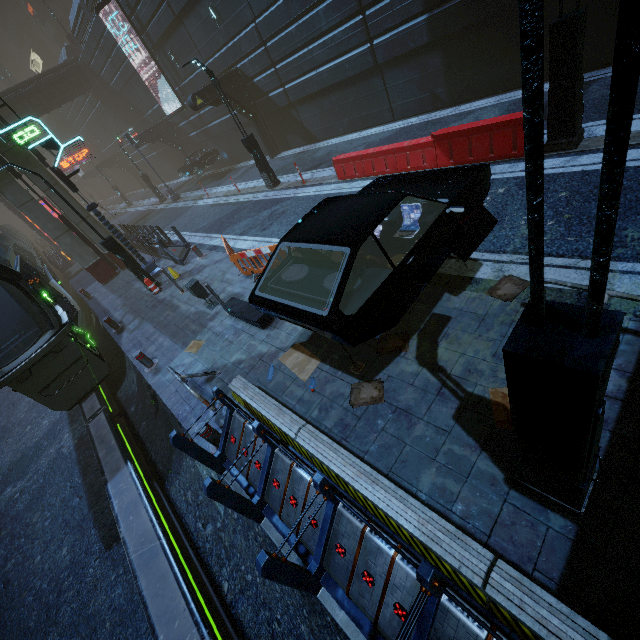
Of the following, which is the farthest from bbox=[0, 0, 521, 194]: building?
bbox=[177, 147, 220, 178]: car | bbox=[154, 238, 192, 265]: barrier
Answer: bbox=[154, 238, 192, 265]: barrier

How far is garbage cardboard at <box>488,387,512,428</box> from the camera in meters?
4.0

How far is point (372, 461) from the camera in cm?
442

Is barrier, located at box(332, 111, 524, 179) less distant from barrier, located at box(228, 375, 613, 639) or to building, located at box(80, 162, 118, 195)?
building, located at box(80, 162, 118, 195)

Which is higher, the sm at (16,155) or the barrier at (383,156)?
the sm at (16,155)

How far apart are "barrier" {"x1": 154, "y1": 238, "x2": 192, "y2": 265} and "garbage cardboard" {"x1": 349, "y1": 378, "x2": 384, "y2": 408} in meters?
11.1 m

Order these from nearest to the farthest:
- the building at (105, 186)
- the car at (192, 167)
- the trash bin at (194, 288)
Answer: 1. the trash bin at (194, 288)
2. the car at (192, 167)
3. the building at (105, 186)

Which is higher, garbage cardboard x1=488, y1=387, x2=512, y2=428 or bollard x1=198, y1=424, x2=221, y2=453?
bollard x1=198, y1=424, x2=221, y2=453
